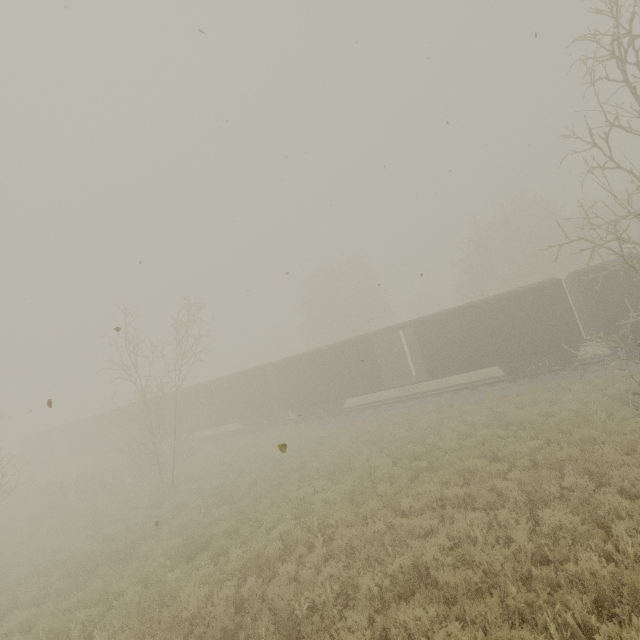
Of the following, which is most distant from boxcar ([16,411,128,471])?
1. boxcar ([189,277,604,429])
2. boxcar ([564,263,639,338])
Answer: boxcar ([564,263,639,338])

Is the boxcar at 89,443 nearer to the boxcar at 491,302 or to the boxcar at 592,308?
the boxcar at 491,302

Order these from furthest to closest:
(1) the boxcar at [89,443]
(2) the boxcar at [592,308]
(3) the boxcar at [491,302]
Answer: (1) the boxcar at [89,443], (3) the boxcar at [491,302], (2) the boxcar at [592,308]

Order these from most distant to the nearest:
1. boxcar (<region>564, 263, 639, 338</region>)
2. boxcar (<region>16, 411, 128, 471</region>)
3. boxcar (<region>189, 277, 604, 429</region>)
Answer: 1. boxcar (<region>16, 411, 128, 471</region>)
2. boxcar (<region>189, 277, 604, 429</region>)
3. boxcar (<region>564, 263, 639, 338</region>)

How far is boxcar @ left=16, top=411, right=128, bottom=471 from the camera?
32.1 meters

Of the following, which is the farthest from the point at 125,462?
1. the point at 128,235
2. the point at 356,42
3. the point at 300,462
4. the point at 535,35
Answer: the point at 535,35

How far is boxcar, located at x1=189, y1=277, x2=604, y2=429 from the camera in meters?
17.0 m

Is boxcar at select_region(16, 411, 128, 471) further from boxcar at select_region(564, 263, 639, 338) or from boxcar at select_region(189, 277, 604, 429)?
boxcar at select_region(564, 263, 639, 338)
